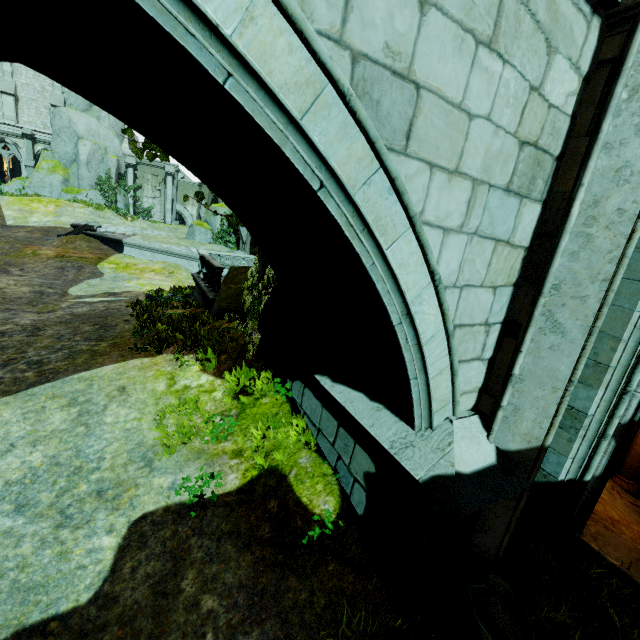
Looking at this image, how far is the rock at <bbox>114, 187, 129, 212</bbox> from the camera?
30.7m

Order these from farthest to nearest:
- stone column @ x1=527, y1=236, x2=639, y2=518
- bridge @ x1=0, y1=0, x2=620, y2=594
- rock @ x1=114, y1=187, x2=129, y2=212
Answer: rock @ x1=114, y1=187, x2=129, y2=212 → stone column @ x1=527, y1=236, x2=639, y2=518 → bridge @ x1=0, y1=0, x2=620, y2=594

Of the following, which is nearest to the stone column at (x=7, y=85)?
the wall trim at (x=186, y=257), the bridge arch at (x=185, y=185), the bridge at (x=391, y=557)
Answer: the wall trim at (x=186, y=257)

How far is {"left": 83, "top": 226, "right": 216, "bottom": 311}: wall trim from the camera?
11.1 meters

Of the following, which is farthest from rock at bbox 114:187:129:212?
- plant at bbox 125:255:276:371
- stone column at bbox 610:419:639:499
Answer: stone column at bbox 610:419:639:499

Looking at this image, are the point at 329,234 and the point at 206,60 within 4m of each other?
yes

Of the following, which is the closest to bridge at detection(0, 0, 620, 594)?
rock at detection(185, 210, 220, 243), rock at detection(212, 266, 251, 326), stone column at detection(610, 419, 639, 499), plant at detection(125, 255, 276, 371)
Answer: rock at detection(212, 266, 251, 326)

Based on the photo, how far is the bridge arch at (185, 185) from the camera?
34.4m
